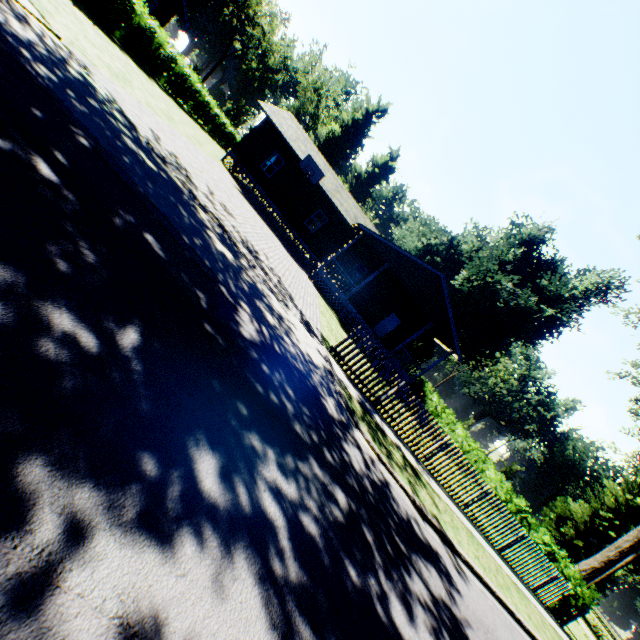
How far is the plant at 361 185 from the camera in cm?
5159

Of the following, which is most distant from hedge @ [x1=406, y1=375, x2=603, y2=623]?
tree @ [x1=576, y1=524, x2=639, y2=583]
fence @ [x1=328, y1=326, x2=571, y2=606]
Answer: tree @ [x1=576, y1=524, x2=639, y2=583]

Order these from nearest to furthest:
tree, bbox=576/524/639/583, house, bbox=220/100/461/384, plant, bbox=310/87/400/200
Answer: tree, bbox=576/524/639/583, house, bbox=220/100/461/384, plant, bbox=310/87/400/200

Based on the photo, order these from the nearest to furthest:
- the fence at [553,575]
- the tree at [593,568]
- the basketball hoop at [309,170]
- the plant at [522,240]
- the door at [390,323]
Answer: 1. the fence at [553,575]
2. the tree at [593,568]
3. the basketball hoop at [309,170]
4. the door at [390,323]
5. the plant at [522,240]

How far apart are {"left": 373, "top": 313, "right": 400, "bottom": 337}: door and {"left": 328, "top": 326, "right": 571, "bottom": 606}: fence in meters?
16.1 m

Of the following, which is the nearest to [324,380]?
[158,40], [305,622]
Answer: [305,622]

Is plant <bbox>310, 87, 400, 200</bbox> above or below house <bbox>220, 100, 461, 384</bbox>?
above

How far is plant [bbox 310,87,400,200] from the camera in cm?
5159
